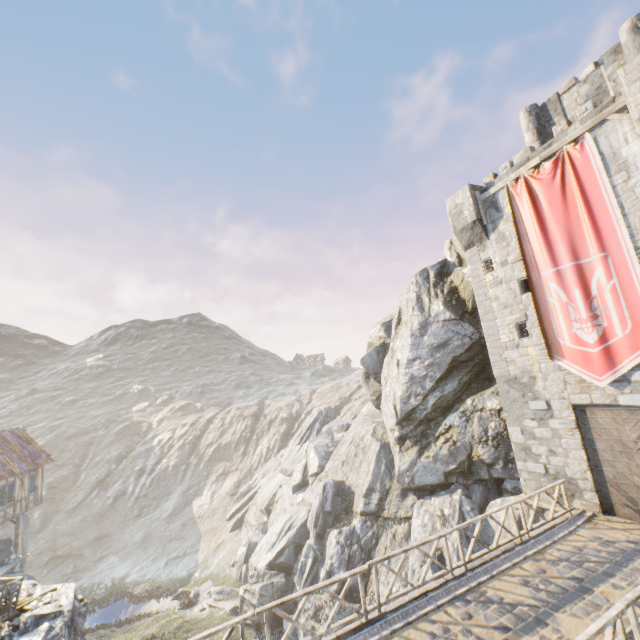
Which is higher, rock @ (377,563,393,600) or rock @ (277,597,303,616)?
rock @ (377,563,393,600)

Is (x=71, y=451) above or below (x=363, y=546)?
above

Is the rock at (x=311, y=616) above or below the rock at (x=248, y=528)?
below

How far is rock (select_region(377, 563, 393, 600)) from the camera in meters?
18.8 m

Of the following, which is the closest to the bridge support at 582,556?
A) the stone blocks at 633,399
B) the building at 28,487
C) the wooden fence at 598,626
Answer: the wooden fence at 598,626

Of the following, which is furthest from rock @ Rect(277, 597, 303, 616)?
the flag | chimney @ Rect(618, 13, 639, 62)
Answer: chimney @ Rect(618, 13, 639, 62)

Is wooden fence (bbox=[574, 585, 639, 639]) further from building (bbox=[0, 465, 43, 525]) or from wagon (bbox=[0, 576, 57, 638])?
building (bbox=[0, 465, 43, 525])

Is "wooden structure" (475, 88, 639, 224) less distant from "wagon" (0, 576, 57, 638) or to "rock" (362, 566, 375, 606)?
"rock" (362, 566, 375, 606)
